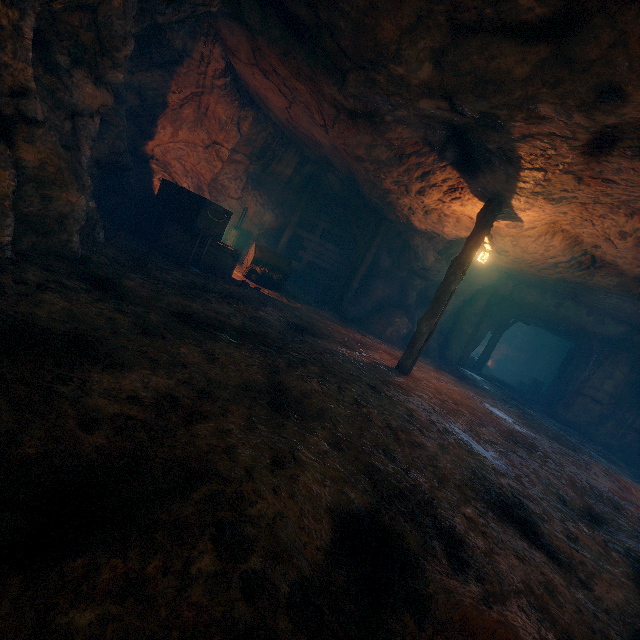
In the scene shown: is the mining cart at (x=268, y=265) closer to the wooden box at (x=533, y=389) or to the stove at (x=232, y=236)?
the stove at (x=232, y=236)

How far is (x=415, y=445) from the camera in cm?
392

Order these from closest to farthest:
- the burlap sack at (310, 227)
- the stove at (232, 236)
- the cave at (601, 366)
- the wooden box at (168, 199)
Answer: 1. the wooden box at (168, 199)
2. the stove at (232, 236)
3. the cave at (601, 366)
4. the burlap sack at (310, 227)

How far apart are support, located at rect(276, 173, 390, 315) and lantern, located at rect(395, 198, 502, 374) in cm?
469

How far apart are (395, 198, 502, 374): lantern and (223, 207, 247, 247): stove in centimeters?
781cm

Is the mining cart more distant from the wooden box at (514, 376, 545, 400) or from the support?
the wooden box at (514, 376, 545, 400)

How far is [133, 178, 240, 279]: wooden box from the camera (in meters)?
8.16

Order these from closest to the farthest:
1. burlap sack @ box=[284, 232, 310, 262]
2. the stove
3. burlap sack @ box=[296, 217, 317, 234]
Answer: the stove
burlap sack @ box=[296, 217, 317, 234]
burlap sack @ box=[284, 232, 310, 262]
